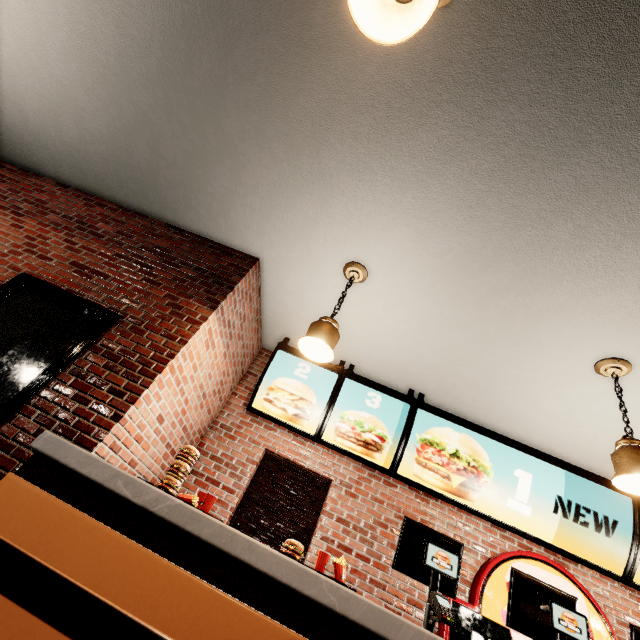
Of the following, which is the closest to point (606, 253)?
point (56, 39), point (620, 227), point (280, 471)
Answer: point (620, 227)
